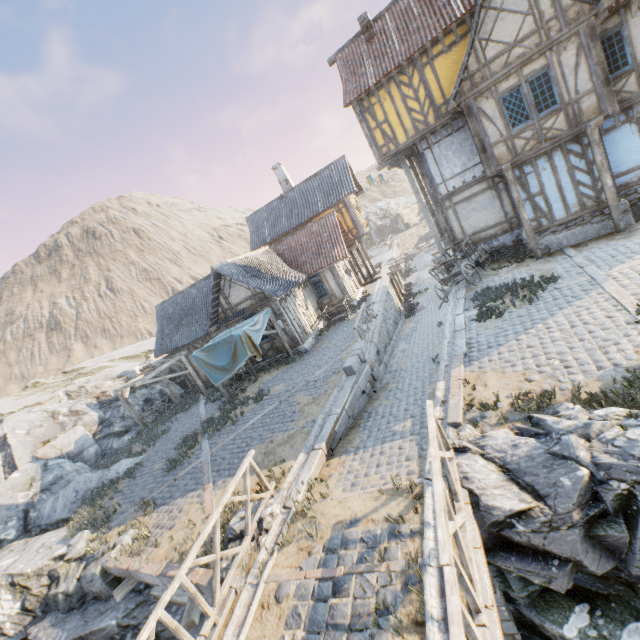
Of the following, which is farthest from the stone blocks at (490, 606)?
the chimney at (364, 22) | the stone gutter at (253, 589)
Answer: the chimney at (364, 22)

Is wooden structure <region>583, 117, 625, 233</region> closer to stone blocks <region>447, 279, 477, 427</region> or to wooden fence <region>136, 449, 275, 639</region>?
stone blocks <region>447, 279, 477, 427</region>

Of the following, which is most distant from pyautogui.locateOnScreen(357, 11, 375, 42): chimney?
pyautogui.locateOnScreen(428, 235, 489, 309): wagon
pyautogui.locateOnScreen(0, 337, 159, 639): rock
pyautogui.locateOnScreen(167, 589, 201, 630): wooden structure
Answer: pyautogui.locateOnScreen(167, 589, 201, 630): wooden structure

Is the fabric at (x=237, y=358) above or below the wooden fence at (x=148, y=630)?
above

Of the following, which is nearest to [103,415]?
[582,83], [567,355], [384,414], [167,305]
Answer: [167,305]

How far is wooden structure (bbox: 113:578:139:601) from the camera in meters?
7.9

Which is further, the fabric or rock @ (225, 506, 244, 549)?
the fabric

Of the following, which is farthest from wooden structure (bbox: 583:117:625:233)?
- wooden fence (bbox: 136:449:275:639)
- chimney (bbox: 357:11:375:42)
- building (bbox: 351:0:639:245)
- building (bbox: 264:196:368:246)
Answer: building (bbox: 264:196:368:246)
